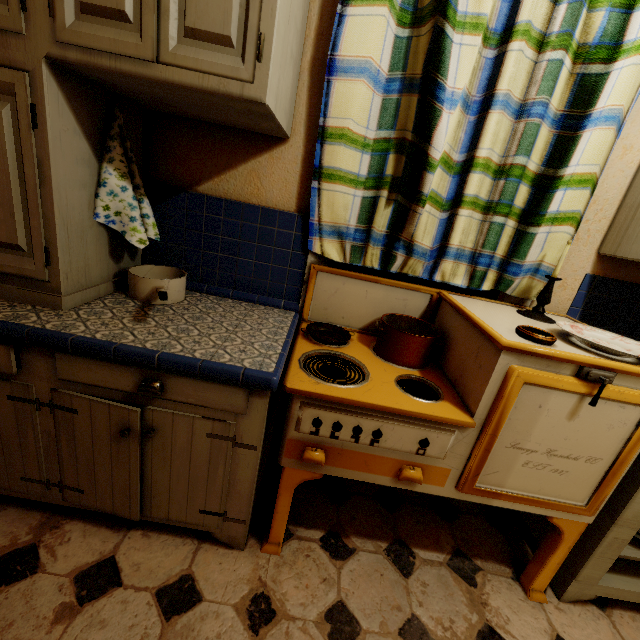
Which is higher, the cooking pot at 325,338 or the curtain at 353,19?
the curtain at 353,19

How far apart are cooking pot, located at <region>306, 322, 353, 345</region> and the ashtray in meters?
0.6 m

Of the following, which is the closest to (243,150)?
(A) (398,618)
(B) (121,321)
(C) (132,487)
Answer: (B) (121,321)

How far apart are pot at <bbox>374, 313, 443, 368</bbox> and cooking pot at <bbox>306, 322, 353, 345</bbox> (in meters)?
0.14

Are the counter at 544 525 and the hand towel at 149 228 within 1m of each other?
no

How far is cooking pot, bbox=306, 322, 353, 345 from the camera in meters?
1.3 m

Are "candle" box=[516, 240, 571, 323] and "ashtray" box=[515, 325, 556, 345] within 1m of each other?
yes

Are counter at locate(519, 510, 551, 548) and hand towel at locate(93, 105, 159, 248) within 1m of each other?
no
